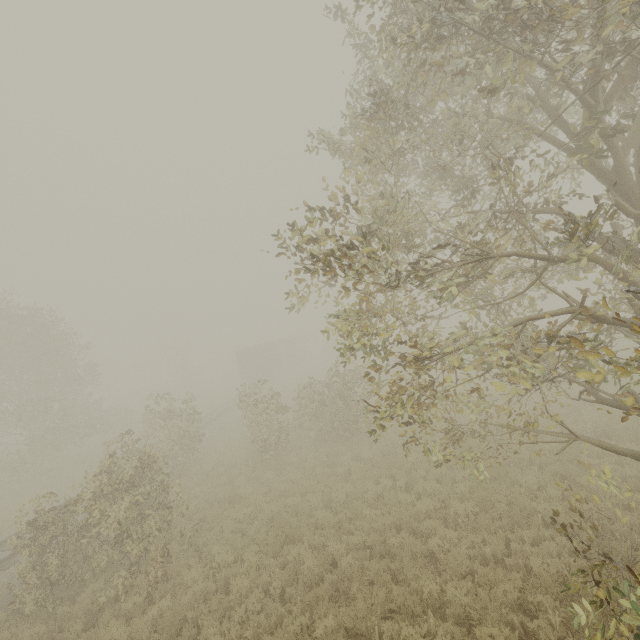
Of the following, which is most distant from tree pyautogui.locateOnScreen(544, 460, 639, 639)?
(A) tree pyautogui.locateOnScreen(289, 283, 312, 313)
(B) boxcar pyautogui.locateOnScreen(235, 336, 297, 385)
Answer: (B) boxcar pyautogui.locateOnScreen(235, 336, 297, 385)

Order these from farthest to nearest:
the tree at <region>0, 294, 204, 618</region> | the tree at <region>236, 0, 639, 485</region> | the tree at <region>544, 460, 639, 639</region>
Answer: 1. the tree at <region>0, 294, 204, 618</region>
2. the tree at <region>236, 0, 639, 485</region>
3. the tree at <region>544, 460, 639, 639</region>

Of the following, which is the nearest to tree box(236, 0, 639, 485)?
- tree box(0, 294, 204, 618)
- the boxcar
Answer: tree box(0, 294, 204, 618)

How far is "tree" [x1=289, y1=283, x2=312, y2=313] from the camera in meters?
5.8

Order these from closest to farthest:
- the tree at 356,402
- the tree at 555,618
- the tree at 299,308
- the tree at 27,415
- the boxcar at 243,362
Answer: the tree at 555,618 → the tree at 356,402 → the tree at 299,308 → the tree at 27,415 → the boxcar at 243,362

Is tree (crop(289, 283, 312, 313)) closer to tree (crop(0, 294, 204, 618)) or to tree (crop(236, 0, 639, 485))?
tree (crop(236, 0, 639, 485))

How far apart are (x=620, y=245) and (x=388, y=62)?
5.7 meters

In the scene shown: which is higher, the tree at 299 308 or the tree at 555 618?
the tree at 299 308
